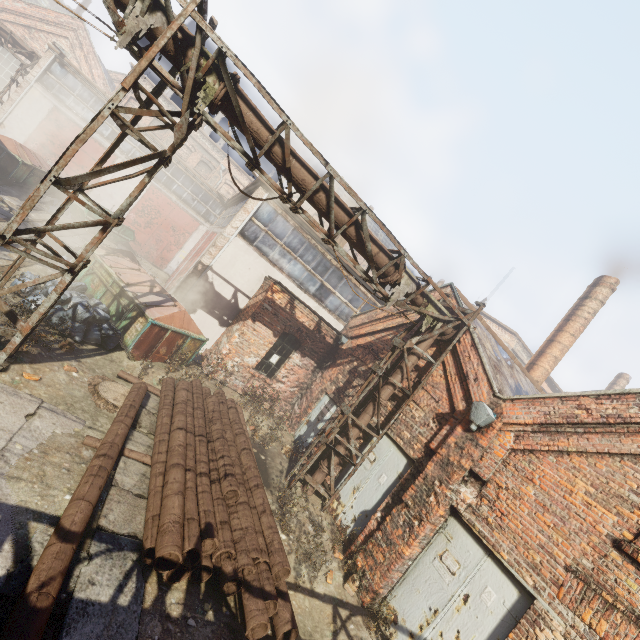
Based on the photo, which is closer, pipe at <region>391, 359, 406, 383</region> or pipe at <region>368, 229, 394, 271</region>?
pipe at <region>368, 229, 394, 271</region>

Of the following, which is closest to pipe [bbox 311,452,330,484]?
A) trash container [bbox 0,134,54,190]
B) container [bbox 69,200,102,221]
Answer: trash container [bbox 0,134,54,190]

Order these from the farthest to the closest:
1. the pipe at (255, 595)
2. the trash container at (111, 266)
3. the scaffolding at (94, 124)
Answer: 1. the trash container at (111, 266)
2. the scaffolding at (94, 124)
3. the pipe at (255, 595)

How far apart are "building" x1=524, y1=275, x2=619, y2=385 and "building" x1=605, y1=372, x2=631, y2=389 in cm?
1877

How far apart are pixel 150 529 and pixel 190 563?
0.72m

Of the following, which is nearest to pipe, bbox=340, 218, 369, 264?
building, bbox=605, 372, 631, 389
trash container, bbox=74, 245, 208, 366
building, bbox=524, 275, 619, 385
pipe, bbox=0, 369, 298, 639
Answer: pipe, bbox=0, 369, 298, 639

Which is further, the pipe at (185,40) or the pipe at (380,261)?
the pipe at (380,261)

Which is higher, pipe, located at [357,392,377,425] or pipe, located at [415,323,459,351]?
pipe, located at [415,323,459,351]
